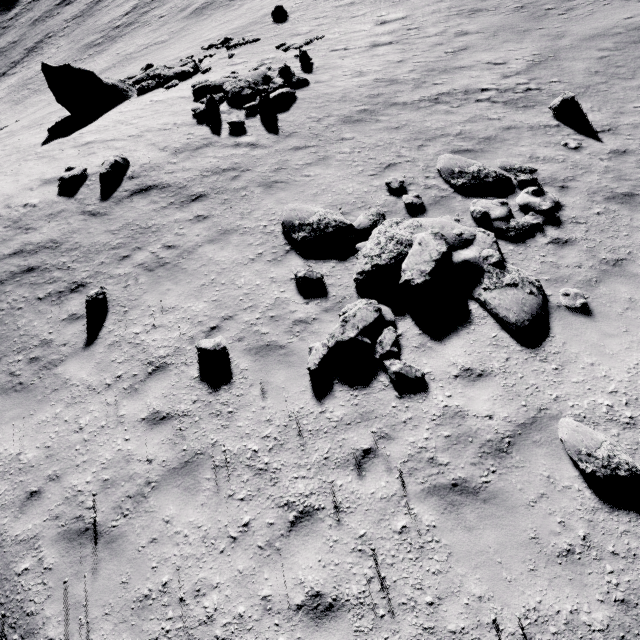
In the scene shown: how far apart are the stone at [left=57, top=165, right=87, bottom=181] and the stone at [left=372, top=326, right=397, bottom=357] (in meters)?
12.28

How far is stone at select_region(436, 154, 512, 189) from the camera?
8.6 meters

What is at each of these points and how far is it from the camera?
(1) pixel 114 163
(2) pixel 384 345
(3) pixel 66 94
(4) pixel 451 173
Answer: (1) stone, 11.2 meters
(2) stone, 6.2 meters
(3) stone, 17.0 meters
(4) stone, 8.9 meters

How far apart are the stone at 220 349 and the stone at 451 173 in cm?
733

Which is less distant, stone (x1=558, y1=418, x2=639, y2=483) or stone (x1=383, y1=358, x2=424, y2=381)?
stone (x1=558, y1=418, x2=639, y2=483)

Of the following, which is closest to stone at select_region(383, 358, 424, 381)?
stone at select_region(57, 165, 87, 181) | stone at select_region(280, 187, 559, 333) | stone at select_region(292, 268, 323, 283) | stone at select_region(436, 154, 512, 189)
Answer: stone at select_region(280, 187, 559, 333)

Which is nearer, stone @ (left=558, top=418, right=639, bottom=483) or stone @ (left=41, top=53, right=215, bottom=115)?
stone @ (left=558, top=418, right=639, bottom=483)

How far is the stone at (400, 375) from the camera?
5.8m
